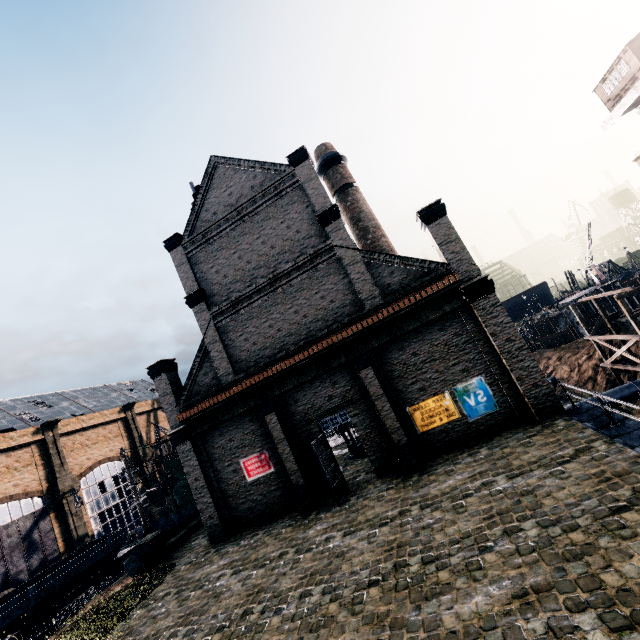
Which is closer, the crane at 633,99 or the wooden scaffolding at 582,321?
the crane at 633,99

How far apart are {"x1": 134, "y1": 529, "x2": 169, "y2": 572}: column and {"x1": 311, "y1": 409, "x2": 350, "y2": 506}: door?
12.6m

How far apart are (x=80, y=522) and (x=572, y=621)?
51.7m

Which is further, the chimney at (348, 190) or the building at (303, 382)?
the chimney at (348, 190)

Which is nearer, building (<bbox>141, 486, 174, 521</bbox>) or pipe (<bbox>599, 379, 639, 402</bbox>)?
pipe (<bbox>599, 379, 639, 402</bbox>)

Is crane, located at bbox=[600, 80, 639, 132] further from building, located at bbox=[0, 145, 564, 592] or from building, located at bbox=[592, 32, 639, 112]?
building, located at bbox=[0, 145, 564, 592]

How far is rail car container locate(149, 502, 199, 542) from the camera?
22.58m

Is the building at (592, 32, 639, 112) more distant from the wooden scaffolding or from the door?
the door
